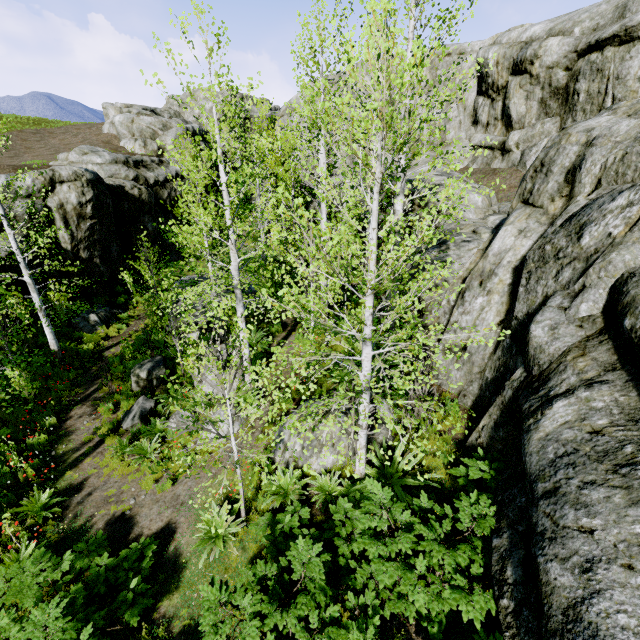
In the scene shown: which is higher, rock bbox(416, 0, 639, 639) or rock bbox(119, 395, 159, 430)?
rock bbox(416, 0, 639, 639)

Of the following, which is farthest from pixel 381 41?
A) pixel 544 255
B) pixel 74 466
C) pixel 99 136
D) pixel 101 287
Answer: pixel 99 136

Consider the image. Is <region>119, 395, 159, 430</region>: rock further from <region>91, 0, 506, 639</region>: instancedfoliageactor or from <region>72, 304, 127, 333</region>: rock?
<region>72, 304, 127, 333</region>: rock

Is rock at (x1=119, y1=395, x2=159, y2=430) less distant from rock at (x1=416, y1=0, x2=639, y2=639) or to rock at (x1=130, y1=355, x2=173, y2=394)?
rock at (x1=130, y1=355, x2=173, y2=394)

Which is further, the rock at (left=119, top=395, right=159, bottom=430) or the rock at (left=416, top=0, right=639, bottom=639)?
the rock at (left=119, top=395, right=159, bottom=430)

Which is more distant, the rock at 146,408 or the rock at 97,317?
the rock at 97,317

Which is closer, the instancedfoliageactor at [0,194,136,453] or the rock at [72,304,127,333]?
the instancedfoliageactor at [0,194,136,453]

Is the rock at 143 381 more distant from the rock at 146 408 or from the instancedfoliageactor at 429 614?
the instancedfoliageactor at 429 614
